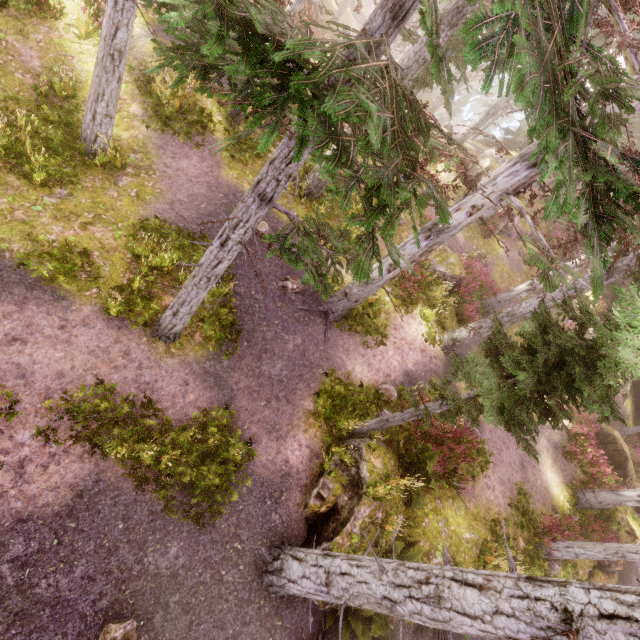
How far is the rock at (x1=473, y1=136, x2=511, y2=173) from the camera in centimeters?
2200cm

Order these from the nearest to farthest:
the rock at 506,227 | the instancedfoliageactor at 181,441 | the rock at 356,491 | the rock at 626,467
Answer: the instancedfoliageactor at 181,441
the rock at 356,491
the rock at 626,467
the rock at 506,227

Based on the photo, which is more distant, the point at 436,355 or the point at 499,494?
the point at 436,355

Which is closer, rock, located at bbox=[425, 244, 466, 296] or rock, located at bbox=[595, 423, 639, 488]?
rock, located at bbox=[425, 244, 466, 296]

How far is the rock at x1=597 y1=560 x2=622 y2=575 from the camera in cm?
1447

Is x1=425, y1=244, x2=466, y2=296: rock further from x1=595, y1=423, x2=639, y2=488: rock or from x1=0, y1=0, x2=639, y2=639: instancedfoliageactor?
x1=595, y1=423, x2=639, y2=488: rock

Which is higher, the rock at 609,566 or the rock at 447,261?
the rock at 447,261
